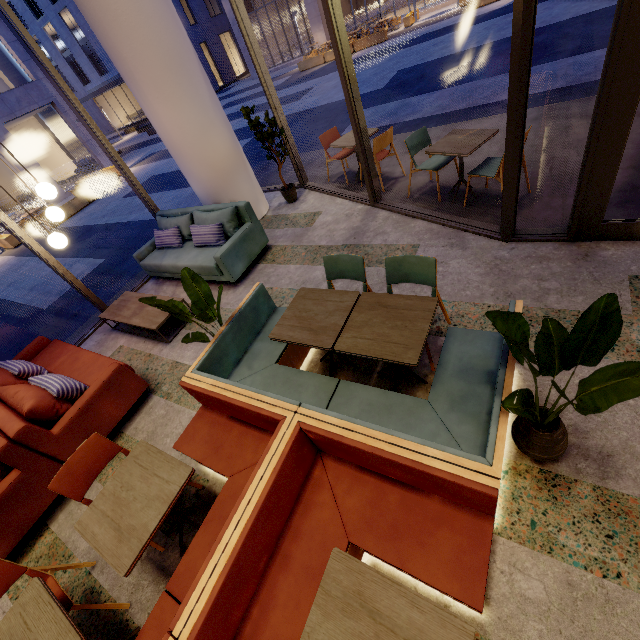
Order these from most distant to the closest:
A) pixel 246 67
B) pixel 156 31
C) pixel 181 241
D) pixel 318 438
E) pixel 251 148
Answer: pixel 246 67, pixel 251 148, pixel 181 241, pixel 156 31, pixel 318 438

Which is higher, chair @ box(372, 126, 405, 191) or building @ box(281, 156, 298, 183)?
chair @ box(372, 126, 405, 191)

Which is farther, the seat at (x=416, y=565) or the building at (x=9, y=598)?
the building at (x=9, y=598)

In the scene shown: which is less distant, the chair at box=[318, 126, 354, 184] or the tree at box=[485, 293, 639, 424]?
the tree at box=[485, 293, 639, 424]

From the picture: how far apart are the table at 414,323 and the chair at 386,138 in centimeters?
332cm

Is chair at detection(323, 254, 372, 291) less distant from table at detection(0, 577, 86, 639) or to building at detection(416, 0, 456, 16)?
table at detection(0, 577, 86, 639)

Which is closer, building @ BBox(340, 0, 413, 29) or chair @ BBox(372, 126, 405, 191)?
chair @ BBox(372, 126, 405, 191)

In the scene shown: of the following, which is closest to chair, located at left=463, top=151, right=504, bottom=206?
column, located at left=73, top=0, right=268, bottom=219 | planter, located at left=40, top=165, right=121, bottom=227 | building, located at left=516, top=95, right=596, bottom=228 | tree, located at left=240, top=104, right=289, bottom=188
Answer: building, located at left=516, top=95, right=596, bottom=228
